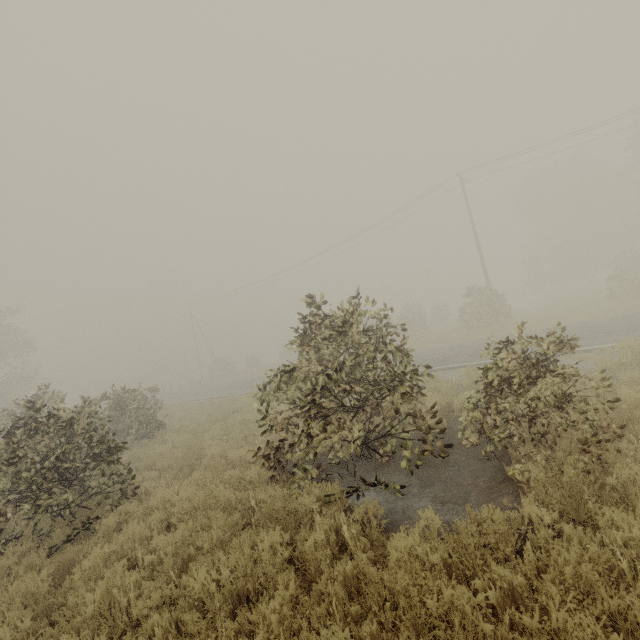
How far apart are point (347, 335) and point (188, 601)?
4.3 meters

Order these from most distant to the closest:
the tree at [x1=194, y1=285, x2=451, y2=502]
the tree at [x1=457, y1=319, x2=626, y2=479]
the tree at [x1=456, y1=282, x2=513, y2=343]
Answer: the tree at [x1=456, y1=282, x2=513, y2=343]
the tree at [x1=194, y1=285, x2=451, y2=502]
the tree at [x1=457, y1=319, x2=626, y2=479]

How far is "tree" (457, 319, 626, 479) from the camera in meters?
4.7 m

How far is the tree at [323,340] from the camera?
5.55m

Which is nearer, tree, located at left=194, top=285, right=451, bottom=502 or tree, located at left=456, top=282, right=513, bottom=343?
tree, located at left=194, top=285, right=451, bottom=502
